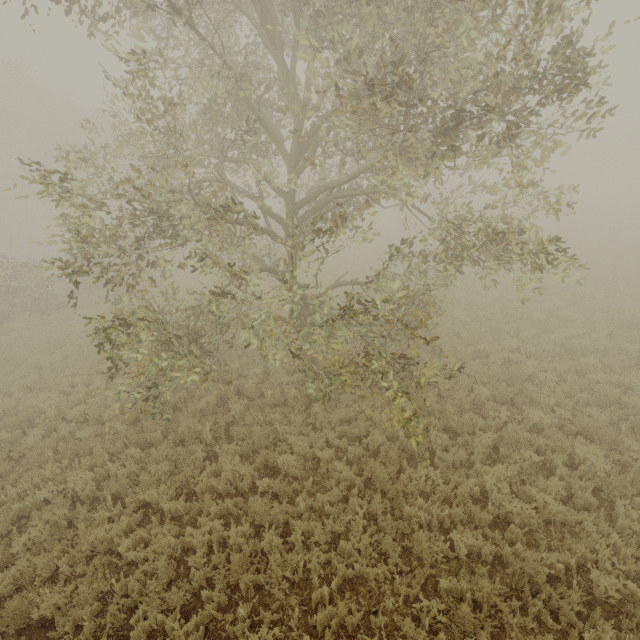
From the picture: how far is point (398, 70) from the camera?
4.3 meters
